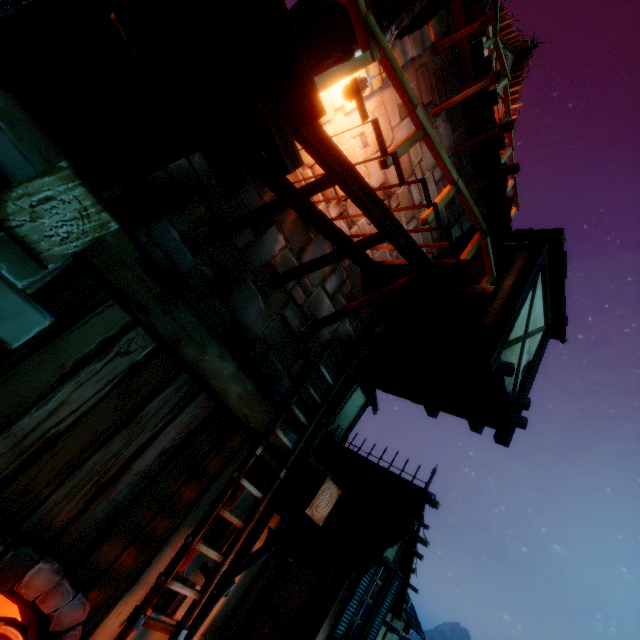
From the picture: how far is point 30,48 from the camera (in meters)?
3.47

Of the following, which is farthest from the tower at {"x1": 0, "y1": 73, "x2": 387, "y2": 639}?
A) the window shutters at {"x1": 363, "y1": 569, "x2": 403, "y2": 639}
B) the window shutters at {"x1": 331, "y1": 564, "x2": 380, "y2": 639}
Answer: the window shutters at {"x1": 363, "y1": 569, "x2": 403, "y2": 639}

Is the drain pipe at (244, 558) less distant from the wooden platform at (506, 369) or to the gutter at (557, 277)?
the wooden platform at (506, 369)

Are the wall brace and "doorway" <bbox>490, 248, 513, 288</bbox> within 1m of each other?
no

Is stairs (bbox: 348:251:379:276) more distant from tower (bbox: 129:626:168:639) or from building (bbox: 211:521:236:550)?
building (bbox: 211:521:236:550)

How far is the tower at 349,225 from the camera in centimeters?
507cm

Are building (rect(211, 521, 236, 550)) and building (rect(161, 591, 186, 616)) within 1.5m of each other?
yes

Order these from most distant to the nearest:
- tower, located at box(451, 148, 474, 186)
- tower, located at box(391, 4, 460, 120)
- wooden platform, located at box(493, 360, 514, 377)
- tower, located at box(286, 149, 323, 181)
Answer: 1. tower, located at box(451, 148, 474, 186)
2. tower, located at box(391, 4, 460, 120)
3. wooden platform, located at box(493, 360, 514, 377)
4. tower, located at box(286, 149, 323, 181)
